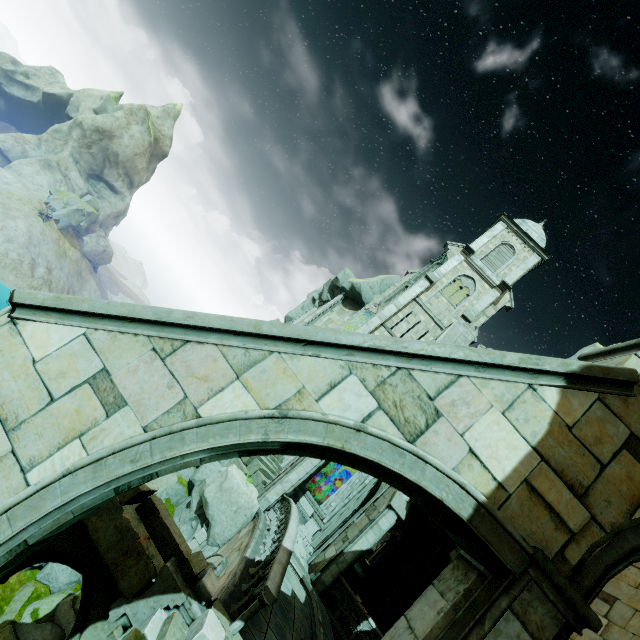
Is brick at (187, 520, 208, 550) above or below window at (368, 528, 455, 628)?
below

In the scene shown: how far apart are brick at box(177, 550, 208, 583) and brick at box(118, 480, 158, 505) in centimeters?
153cm

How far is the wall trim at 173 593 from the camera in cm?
597

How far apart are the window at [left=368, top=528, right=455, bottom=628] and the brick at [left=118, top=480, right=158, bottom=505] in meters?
17.9

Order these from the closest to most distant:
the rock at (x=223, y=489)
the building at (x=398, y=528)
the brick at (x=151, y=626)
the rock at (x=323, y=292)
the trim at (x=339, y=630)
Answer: the brick at (x=151, y=626)
the trim at (x=339, y=630)
the rock at (x=223, y=489)
the rock at (x=323, y=292)
the building at (x=398, y=528)

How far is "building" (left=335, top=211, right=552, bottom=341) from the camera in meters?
24.8 m

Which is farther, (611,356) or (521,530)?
(611,356)

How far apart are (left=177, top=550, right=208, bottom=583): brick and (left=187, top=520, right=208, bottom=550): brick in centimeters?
892cm
